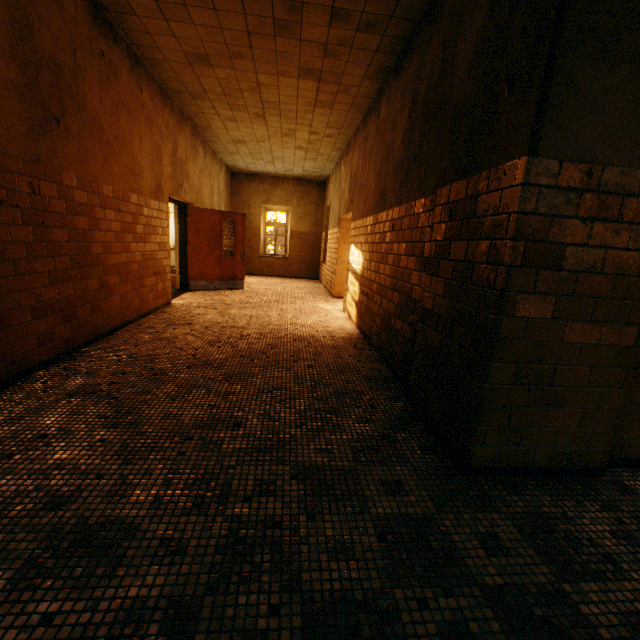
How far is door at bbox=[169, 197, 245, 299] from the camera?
8.0 meters

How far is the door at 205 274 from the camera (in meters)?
8.03

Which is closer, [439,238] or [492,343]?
[492,343]
